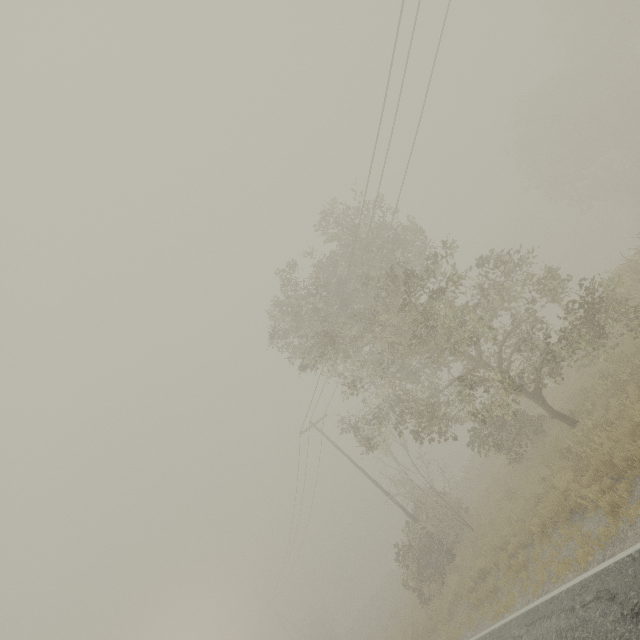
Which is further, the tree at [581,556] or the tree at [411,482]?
the tree at [411,482]

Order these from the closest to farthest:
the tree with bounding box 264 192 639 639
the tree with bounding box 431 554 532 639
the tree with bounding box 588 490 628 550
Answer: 1. the tree with bounding box 588 490 628 550
2. the tree with bounding box 431 554 532 639
3. the tree with bounding box 264 192 639 639

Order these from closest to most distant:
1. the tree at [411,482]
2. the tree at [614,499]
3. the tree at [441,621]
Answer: the tree at [614,499] < the tree at [441,621] < the tree at [411,482]

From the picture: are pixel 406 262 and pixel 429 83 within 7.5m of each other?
yes

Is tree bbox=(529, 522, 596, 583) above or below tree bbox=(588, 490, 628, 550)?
below

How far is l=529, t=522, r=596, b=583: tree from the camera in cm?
762

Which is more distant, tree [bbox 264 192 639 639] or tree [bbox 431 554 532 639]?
tree [bbox 264 192 639 639]
